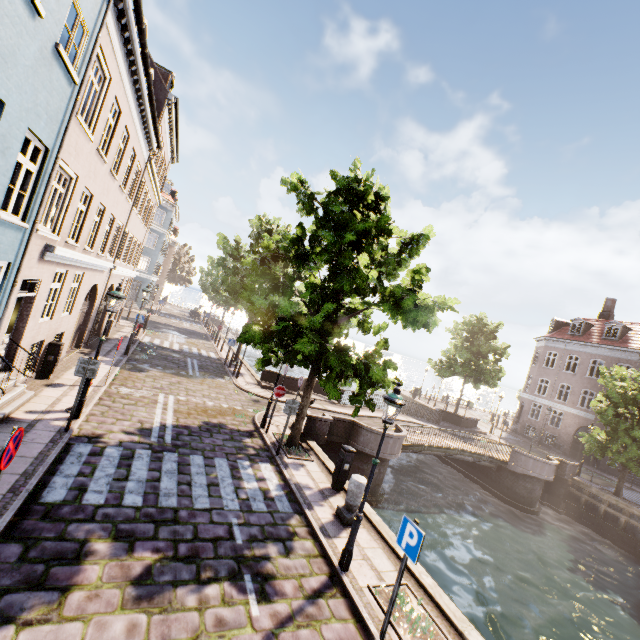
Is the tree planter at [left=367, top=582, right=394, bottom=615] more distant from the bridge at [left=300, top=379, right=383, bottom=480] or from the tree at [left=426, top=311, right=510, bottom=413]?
the bridge at [left=300, top=379, right=383, bottom=480]

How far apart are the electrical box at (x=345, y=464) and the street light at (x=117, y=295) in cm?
745

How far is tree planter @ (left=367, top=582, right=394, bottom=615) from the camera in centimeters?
579cm

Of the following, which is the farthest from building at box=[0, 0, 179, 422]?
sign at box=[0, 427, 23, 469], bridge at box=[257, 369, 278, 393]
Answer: sign at box=[0, 427, 23, 469]

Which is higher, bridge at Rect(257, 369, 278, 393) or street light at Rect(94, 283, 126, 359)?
street light at Rect(94, 283, 126, 359)

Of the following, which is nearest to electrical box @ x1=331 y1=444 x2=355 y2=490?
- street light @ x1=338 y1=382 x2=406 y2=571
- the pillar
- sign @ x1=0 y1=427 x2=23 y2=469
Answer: the pillar

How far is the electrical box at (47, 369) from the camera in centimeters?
1098cm

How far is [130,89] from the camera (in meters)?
10.91
